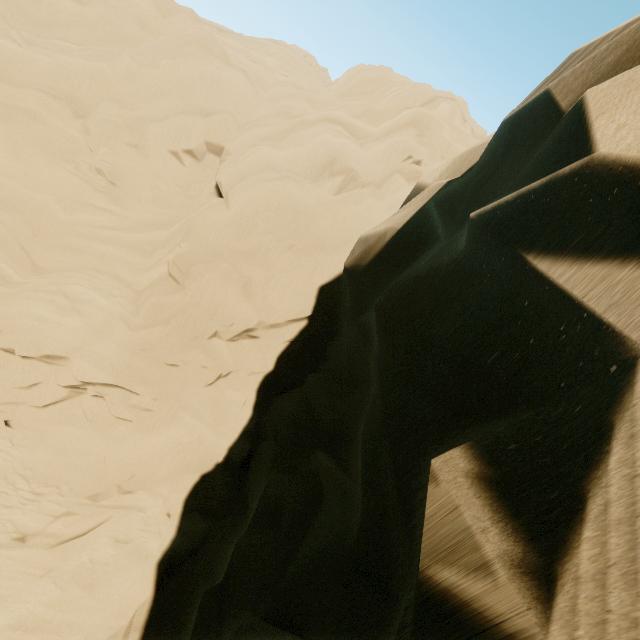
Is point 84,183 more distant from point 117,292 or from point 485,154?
point 485,154
